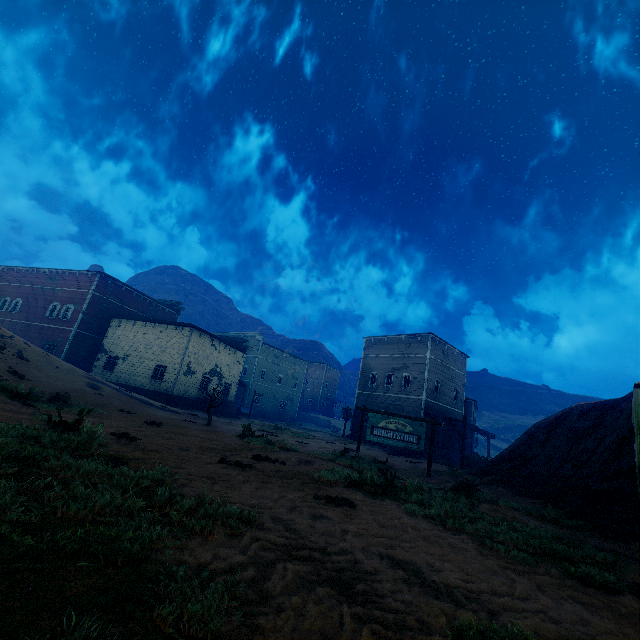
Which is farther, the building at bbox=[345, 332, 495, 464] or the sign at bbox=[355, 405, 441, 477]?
the building at bbox=[345, 332, 495, 464]

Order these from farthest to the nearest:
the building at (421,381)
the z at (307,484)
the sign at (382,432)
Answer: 1. the building at (421,381)
2. the sign at (382,432)
3. the z at (307,484)

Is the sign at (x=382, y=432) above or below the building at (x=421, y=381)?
below

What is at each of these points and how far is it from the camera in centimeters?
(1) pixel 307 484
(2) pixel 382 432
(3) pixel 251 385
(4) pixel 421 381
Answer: (1) z, 666cm
(2) sign, 1348cm
(3) building, 4919cm
(4) building, 2953cm

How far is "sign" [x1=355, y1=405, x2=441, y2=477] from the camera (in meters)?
12.91

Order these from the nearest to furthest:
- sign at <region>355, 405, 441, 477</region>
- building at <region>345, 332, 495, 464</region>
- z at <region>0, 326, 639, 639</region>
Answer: z at <region>0, 326, 639, 639</region>
sign at <region>355, 405, 441, 477</region>
building at <region>345, 332, 495, 464</region>

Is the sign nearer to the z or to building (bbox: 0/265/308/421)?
the z

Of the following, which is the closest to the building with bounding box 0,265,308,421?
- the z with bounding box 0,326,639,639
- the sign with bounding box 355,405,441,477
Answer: the z with bounding box 0,326,639,639
